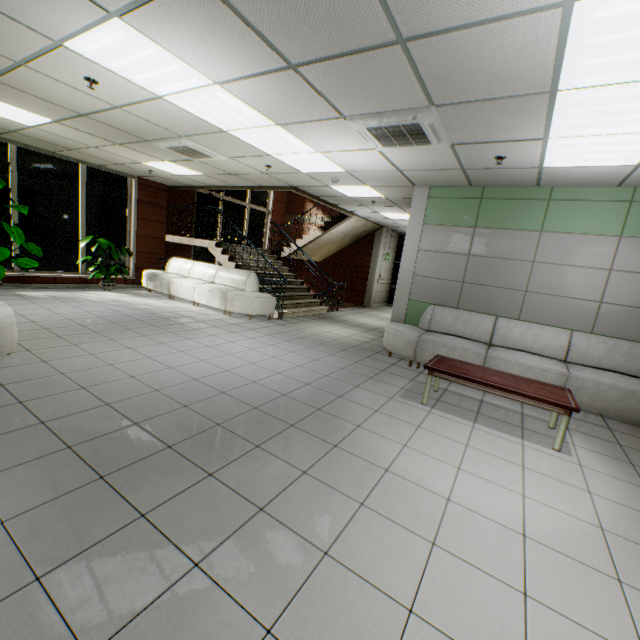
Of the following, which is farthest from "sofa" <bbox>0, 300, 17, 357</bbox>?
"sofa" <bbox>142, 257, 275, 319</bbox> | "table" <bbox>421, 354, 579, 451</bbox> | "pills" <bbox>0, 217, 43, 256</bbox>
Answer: "table" <bbox>421, 354, 579, 451</bbox>

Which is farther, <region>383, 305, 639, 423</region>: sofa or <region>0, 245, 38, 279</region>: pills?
<region>0, 245, 38, 279</region>: pills

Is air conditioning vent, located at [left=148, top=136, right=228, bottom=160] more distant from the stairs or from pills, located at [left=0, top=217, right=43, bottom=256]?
pills, located at [left=0, top=217, right=43, bottom=256]

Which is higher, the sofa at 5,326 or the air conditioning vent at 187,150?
the air conditioning vent at 187,150

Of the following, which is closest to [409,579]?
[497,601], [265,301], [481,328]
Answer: [497,601]

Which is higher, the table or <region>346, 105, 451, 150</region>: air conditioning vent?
<region>346, 105, 451, 150</region>: air conditioning vent

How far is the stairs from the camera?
8.8m

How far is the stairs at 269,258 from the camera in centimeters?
884cm
